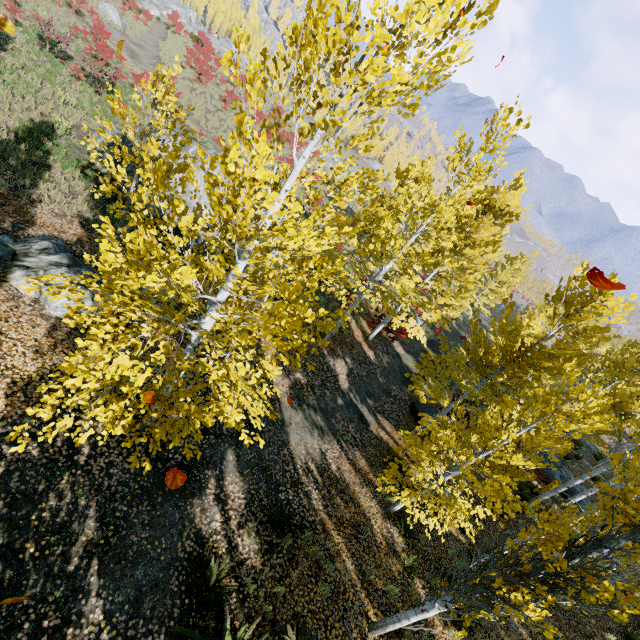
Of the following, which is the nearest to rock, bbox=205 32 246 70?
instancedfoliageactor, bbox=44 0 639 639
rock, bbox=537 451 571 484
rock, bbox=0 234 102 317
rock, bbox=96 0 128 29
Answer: instancedfoliageactor, bbox=44 0 639 639

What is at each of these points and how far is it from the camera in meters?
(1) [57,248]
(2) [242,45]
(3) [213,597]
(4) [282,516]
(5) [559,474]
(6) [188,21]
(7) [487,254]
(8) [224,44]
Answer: (1) rock, 8.4
(2) instancedfoliageactor, 3.2
(3) instancedfoliageactor, 5.5
(4) instancedfoliageactor, 7.7
(5) rock, 19.2
(6) rock, 52.2
(7) instancedfoliageactor, 30.5
(8) rock, 56.7

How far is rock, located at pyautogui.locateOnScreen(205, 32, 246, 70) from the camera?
50.68m

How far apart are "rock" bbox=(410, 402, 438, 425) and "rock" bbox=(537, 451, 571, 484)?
7.5 meters

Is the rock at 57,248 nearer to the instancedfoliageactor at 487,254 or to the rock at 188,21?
the instancedfoliageactor at 487,254

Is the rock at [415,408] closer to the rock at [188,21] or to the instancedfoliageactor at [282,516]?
the instancedfoliageactor at [282,516]

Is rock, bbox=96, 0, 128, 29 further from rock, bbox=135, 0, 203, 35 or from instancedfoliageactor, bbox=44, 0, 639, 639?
instancedfoliageactor, bbox=44, 0, 639, 639

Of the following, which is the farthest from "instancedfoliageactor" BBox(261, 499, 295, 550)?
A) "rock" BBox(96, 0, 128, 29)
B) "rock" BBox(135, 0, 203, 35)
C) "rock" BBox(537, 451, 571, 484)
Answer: "rock" BBox(96, 0, 128, 29)
